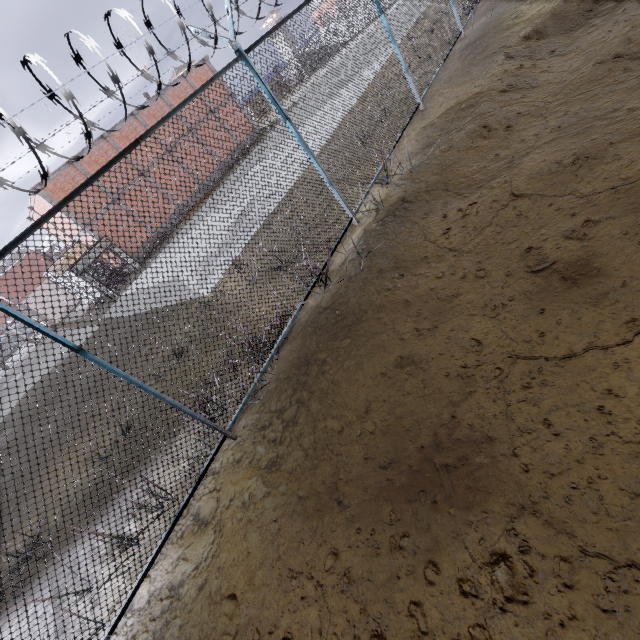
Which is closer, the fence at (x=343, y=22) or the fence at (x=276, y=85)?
the fence at (x=276, y=85)

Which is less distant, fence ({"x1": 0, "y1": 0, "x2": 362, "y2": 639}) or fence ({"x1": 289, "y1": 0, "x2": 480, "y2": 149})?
fence ({"x1": 0, "y1": 0, "x2": 362, "y2": 639})

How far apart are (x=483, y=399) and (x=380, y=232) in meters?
3.2 m
